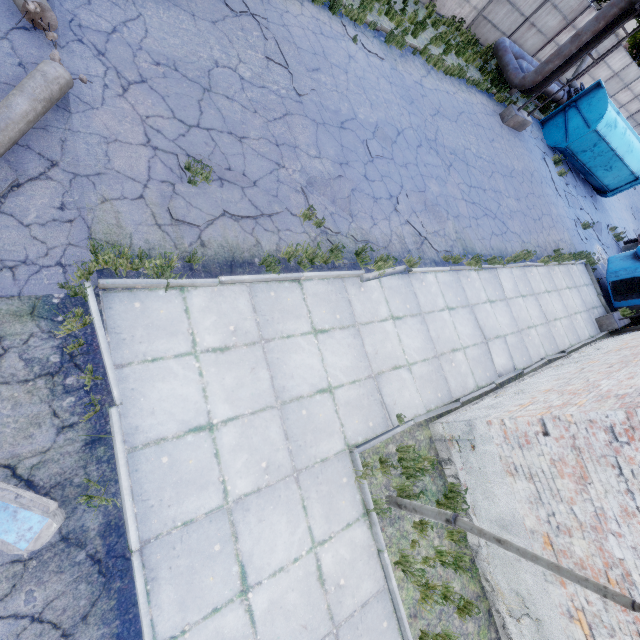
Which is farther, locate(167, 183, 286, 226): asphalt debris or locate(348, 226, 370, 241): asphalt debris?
locate(348, 226, 370, 241): asphalt debris

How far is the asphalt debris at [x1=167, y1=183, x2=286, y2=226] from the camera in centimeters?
493cm

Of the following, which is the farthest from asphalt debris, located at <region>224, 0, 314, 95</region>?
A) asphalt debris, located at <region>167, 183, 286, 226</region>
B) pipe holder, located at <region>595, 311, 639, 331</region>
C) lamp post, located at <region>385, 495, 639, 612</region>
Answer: pipe holder, located at <region>595, 311, 639, 331</region>

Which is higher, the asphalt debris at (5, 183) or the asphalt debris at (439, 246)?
the asphalt debris at (5, 183)

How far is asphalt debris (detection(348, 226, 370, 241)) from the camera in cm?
688

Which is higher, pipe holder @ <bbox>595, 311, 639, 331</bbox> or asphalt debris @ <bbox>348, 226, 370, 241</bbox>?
pipe holder @ <bbox>595, 311, 639, 331</bbox>

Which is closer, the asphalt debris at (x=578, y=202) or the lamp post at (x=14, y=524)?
the lamp post at (x=14, y=524)

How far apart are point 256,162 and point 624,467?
7.3 meters
